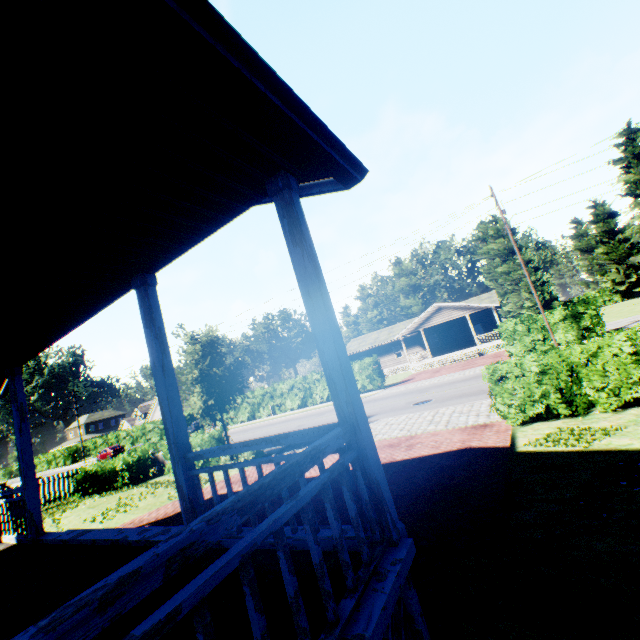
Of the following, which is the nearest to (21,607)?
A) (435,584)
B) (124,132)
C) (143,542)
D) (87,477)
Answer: (143,542)

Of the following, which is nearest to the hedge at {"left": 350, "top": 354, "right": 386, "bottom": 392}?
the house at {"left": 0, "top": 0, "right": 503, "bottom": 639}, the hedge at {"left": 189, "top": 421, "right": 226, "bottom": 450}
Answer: the hedge at {"left": 189, "top": 421, "right": 226, "bottom": 450}

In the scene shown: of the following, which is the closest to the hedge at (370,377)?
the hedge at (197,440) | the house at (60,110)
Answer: the hedge at (197,440)

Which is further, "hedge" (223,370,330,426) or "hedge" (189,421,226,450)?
"hedge" (223,370,330,426)

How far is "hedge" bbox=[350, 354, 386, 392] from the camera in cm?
2897

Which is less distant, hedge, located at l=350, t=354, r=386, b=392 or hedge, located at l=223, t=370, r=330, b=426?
hedge, located at l=350, t=354, r=386, b=392

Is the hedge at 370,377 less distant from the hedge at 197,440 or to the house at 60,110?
the hedge at 197,440
